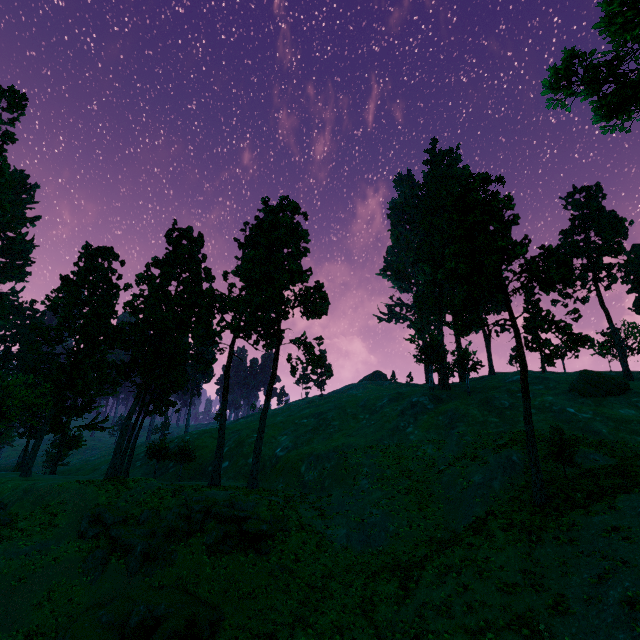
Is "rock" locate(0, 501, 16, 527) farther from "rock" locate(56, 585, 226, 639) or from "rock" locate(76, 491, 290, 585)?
"rock" locate(56, 585, 226, 639)

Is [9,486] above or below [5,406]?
below

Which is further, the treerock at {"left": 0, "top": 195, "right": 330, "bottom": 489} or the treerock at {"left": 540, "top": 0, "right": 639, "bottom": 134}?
the treerock at {"left": 0, "top": 195, "right": 330, "bottom": 489}

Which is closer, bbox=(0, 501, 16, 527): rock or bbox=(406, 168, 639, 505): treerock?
bbox=(406, 168, 639, 505): treerock

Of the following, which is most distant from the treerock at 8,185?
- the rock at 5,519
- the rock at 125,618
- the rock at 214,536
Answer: the rock at 125,618

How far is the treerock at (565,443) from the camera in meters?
21.4 m

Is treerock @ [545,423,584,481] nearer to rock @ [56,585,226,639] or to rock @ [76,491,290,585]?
rock @ [76,491,290,585]
